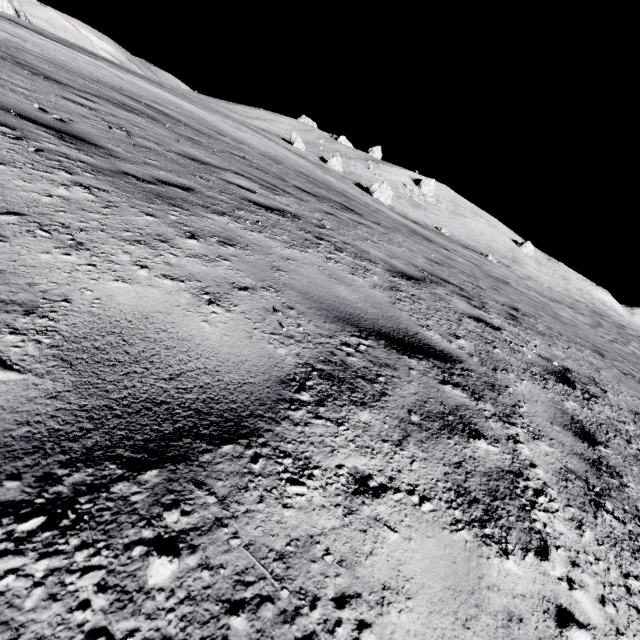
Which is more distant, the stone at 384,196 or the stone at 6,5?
the stone at 6,5

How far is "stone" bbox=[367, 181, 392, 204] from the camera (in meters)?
38.41

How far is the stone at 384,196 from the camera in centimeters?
3841cm

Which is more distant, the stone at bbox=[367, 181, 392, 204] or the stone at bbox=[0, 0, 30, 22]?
the stone at bbox=[0, 0, 30, 22]

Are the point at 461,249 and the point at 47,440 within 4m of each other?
no
